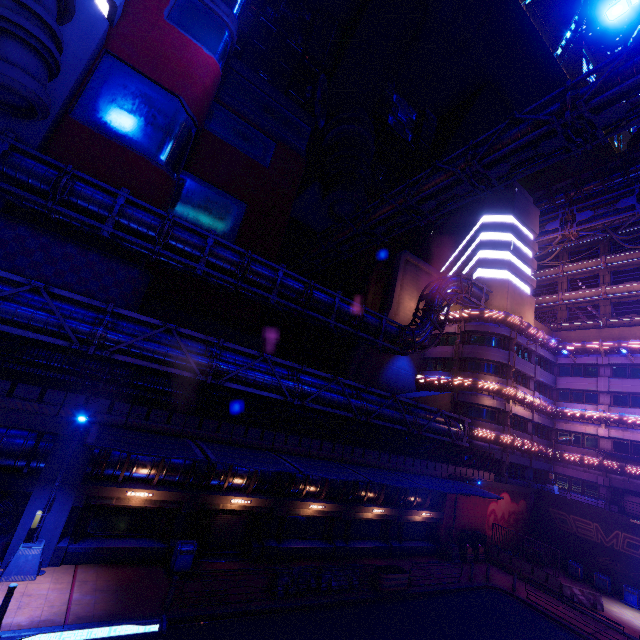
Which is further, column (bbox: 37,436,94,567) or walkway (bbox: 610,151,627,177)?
walkway (bbox: 610,151,627,177)

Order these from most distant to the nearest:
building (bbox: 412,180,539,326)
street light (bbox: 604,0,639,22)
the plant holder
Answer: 1. building (bbox: 412,180,539,326)
2. the plant holder
3. street light (bbox: 604,0,639,22)

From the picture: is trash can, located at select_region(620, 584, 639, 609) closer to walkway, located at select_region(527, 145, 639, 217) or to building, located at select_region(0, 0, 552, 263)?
building, located at select_region(0, 0, 552, 263)

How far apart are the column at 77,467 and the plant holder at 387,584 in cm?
1529

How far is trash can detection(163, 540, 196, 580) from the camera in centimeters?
1432cm

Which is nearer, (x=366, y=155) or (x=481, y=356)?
(x=481, y=356)

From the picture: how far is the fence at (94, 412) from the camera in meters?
13.9

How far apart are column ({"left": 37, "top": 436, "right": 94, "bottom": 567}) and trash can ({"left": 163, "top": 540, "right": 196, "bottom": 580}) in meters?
4.3 m
